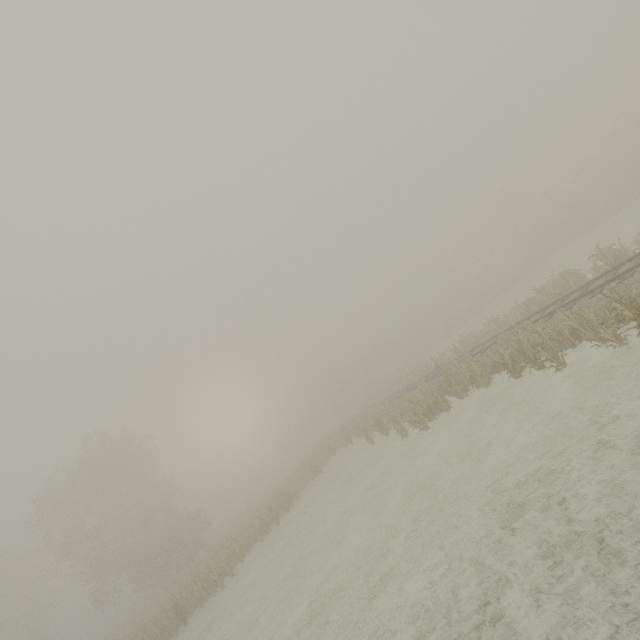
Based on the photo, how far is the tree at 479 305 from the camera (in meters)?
44.84

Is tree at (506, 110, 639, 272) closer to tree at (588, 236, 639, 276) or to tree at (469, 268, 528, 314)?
tree at (469, 268, 528, 314)

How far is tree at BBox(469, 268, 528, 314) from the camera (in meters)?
44.84

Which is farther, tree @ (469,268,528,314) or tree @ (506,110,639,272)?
tree @ (469,268,528,314)

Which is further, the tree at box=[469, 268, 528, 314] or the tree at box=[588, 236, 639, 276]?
the tree at box=[469, 268, 528, 314]

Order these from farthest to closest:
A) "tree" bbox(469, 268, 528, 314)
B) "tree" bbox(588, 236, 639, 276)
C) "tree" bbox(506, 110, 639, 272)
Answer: "tree" bbox(469, 268, 528, 314)
"tree" bbox(506, 110, 639, 272)
"tree" bbox(588, 236, 639, 276)

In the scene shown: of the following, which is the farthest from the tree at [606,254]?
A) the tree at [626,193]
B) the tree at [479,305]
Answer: the tree at [626,193]

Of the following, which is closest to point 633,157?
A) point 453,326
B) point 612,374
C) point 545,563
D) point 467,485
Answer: point 453,326
